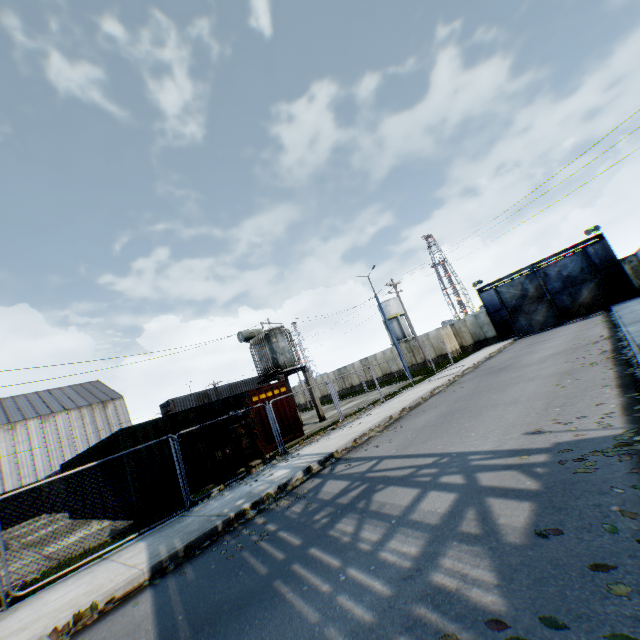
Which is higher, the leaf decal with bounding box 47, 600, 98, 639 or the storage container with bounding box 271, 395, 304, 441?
the storage container with bounding box 271, 395, 304, 441

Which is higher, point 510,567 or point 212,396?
point 212,396

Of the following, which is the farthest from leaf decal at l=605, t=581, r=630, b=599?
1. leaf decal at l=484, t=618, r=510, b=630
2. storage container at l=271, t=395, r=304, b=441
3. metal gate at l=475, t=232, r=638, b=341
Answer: metal gate at l=475, t=232, r=638, b=341

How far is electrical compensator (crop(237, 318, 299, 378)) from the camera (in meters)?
19.81

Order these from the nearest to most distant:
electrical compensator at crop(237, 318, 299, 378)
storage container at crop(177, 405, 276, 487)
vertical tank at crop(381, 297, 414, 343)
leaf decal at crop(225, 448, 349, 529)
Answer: leaf decal at crop(225, 448, 349, 529), storage container at crop(177, 405, 276, 487), electrical compensator at crop(237, 318, 299, 378), vertical tank at crop(381, 297, 414, 343)

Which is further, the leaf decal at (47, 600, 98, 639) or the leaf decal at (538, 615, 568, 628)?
the leaf decal at (47, 600, 98, 639)

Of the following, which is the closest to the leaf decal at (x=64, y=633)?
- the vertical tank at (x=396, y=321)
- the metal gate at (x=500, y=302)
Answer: the metal gate at (x=500, y=302)

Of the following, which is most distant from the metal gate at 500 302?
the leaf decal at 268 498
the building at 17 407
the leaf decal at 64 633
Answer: the building at 17 407
